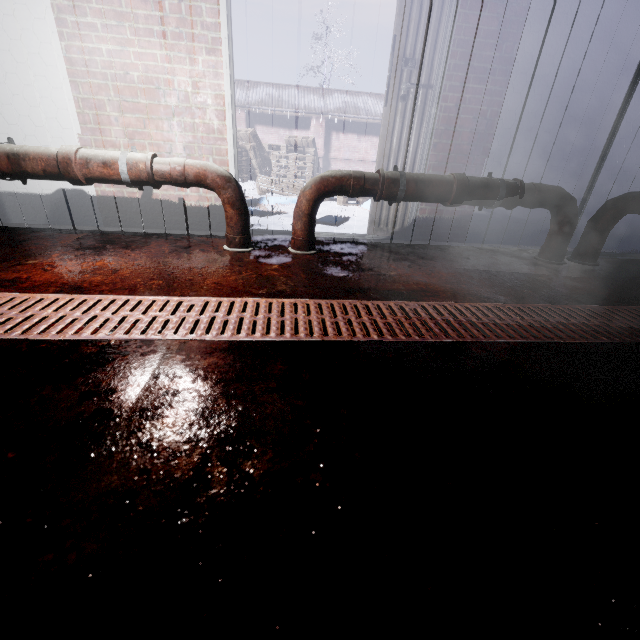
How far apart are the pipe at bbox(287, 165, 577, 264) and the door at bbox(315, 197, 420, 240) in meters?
0.4

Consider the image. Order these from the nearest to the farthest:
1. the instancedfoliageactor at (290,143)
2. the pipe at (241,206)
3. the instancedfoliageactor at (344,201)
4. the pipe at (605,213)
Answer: the pipe at (241,206) → the pipe at (605,213) → the instancedfoliageactor at (344,201) → the instancedfoliageactor at (290,143)

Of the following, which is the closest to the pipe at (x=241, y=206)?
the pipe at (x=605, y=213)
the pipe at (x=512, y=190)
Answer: the pipe at (x=512, y=190)

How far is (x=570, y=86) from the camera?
2.5 meters

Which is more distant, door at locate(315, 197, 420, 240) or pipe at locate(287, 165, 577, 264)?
door at locate(315, 197, 420, 240)

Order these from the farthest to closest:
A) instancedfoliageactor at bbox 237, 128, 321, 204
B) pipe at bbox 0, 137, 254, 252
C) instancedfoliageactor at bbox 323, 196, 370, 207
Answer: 1. instancedfoliageactor at bbox 237, 128, 321, 204
2. instancedfoliageactor at bbox 323, 196, 370, 207
3. pipe at bbox 0, 137, 254, 252

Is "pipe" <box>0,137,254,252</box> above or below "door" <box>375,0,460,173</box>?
below

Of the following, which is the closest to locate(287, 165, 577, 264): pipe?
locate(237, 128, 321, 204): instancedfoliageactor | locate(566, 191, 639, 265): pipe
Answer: locate(566, 191, 639, 265): pipe
